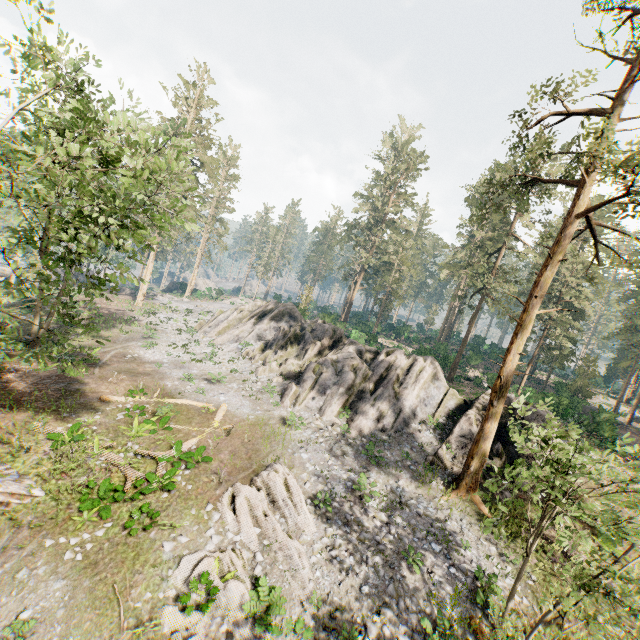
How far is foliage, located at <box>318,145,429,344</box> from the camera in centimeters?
4959cm

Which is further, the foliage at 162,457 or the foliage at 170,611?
the foliage at 162,457

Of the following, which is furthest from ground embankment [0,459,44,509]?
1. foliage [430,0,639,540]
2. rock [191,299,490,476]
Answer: rock [191,299,490,476]

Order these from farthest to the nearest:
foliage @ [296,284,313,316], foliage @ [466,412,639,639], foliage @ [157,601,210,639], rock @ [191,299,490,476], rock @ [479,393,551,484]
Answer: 1. foliage @ [296,284,313,316]
2. rock @ [191,299,490,476]
3. rock @ [479,393,551,484]
4. foliage @ [157,601,210,639]
5. foliage @ [466,412,639,639]

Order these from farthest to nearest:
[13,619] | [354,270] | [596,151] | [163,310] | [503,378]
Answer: [354,270] → [163,310] → [503,378] → [596,151] → [13,619]

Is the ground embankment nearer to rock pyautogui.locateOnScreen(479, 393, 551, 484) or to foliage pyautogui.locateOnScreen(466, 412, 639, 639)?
foliage pyautogui.locateOnScreen(466, 412, 639, 639)
